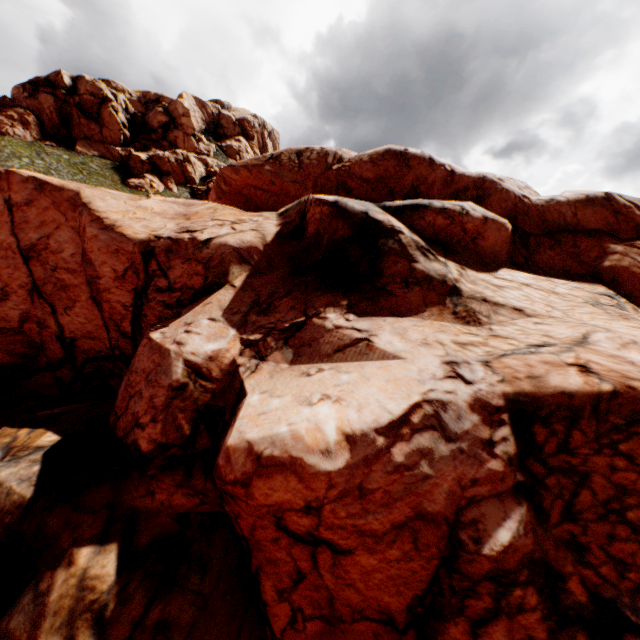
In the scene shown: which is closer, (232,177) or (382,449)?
(382,449)
